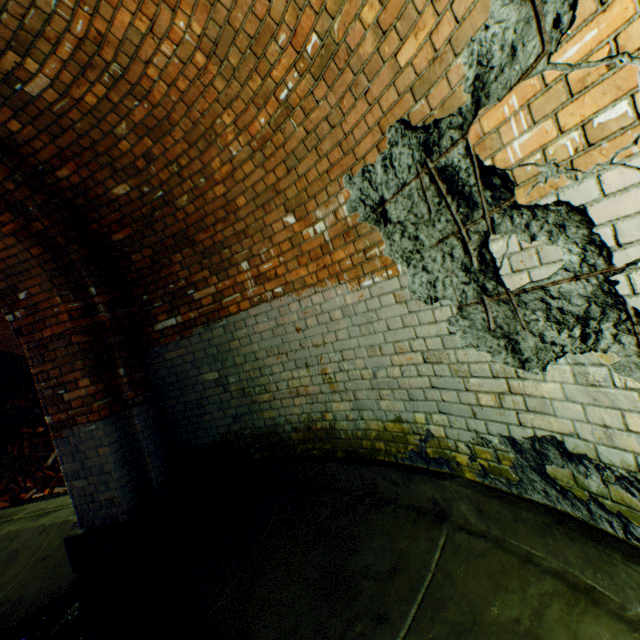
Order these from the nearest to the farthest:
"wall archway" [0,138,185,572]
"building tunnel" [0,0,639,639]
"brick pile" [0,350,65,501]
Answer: "building tunnel" [0,0,639,639] → "wall archway" [0,138,185,572] → "brick pile" [0,350,65,501]

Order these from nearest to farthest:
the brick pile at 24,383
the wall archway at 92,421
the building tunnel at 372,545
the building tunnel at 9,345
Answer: the building tunnel at 372,545 → the wall archway at 92,421 → the brick pile at 24,383 → the building tunnel at 9,345

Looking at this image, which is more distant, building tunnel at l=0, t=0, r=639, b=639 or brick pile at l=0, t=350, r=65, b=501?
brick pile at l=0, t=350, r=65, b=501

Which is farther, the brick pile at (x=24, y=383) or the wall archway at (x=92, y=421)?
the brick pile at (x=24, y=383)

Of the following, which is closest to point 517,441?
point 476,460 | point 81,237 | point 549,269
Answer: point 476,460

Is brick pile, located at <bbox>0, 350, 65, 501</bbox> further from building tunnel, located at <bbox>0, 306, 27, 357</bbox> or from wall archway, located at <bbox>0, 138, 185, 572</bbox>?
wall archway, located at <bbox>0, 138, 185, 572</bbox>

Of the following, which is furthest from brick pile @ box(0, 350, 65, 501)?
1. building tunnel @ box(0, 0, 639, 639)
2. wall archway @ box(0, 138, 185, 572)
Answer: wall archway @ box(0, 138, 185, 572)
